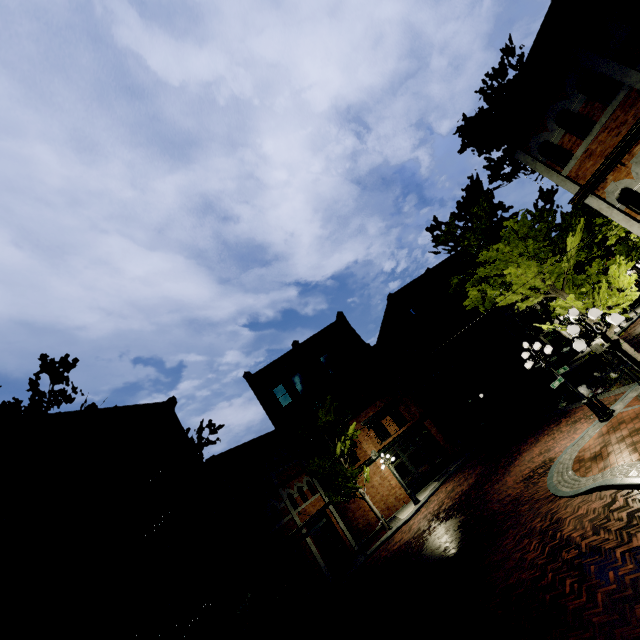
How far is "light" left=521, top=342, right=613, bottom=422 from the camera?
11.6 meters

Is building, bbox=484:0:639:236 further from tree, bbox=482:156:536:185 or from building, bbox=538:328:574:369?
building, bbox=538:328:574:369

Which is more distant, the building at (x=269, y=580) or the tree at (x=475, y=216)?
the building at (x=269, y=580)

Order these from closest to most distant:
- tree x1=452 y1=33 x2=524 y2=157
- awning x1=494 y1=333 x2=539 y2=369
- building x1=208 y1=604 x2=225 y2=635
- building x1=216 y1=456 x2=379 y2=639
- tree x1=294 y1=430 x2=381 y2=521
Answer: building x1=208 y1=604 x2=225 y2=635
building x1=216 y1=456 x2=379 y2=639
tree x1=452 y1=33 x2=524 y2=157
tree x1=294 y1=430 x2=381 y2=521
awning x1=494 y1=333 x2=539 y2=369

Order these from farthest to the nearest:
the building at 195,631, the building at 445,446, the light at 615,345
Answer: the building at 445,446 < the building at 195,631 < the light at 615,345

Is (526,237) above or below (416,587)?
above

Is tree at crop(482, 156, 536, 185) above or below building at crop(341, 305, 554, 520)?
above

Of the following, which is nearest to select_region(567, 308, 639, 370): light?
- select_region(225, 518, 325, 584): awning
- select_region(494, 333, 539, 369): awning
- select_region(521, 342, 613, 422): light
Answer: select_region(521, 342, 613, 422): light
